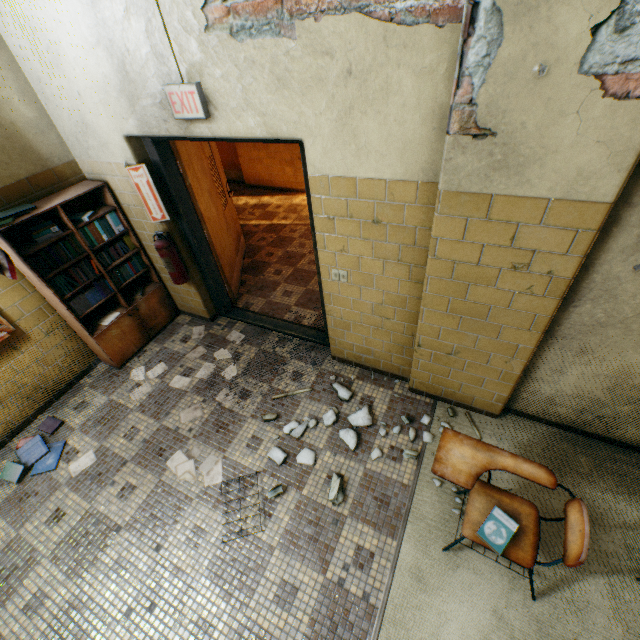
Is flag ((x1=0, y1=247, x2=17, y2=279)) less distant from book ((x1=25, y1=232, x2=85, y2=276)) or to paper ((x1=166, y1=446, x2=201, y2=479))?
book ((x1=25, y1=232, x2=85, y2=276))

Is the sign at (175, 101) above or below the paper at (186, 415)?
above

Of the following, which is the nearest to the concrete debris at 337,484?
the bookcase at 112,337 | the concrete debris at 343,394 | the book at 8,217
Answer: the concrete debris at 343,394

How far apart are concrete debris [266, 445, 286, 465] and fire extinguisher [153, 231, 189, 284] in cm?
204

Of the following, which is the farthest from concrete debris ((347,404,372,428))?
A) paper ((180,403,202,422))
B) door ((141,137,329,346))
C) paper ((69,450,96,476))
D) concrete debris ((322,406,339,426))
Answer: paper ((69,450,96,476))

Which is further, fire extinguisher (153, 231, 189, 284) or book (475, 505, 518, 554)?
fire extinguisher (153, 231, 189, 284)

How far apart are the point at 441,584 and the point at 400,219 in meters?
2.4

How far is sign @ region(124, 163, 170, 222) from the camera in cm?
283
